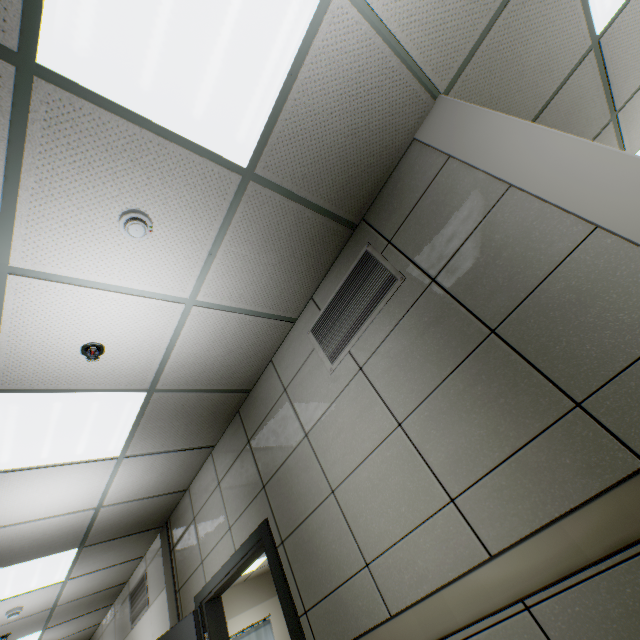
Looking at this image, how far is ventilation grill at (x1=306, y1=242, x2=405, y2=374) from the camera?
2.3 meters

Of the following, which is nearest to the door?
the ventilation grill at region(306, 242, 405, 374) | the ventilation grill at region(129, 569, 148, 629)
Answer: the ventilation grill at region(129, 569, 148, 629)

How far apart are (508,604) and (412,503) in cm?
59

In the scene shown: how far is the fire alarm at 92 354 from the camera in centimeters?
220cm

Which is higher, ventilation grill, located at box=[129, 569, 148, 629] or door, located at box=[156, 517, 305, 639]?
ventilation grill, located at box=[129, 569, 148, 629]

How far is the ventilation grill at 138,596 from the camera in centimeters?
482cm

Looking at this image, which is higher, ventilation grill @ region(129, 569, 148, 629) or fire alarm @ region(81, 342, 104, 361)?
fire alarm @ region(81, 342, 104, 361)

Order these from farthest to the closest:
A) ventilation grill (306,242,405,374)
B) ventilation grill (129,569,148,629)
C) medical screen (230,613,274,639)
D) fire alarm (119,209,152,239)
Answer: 1. medical screen (230,613,274,639)
2. ventilation grill (129,569,148,629)
3. ventilation grill (306,242,405,374)
4. fire alarm (119,209,152,239)
